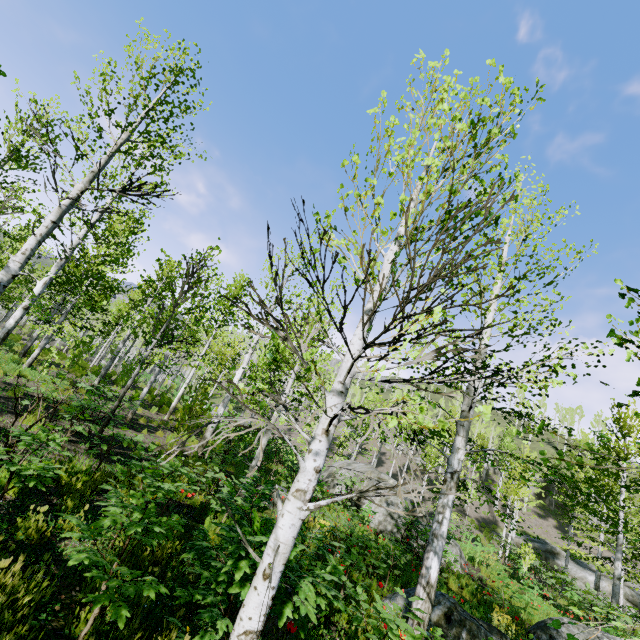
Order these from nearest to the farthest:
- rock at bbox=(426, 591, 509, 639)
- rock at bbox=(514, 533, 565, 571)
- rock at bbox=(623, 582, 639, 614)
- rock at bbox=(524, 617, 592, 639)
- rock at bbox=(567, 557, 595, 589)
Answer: rock at bbox=(426, 591, 509, 639), rock at bbox=(524, 617, 592, 639), rock at bbox=(623, 582, 639, 614), rock at bbox=(567, 557, 595, 589), rock at bbox=(514, 533, 565, 571)

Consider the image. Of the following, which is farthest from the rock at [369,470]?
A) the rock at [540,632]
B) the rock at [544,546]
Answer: the rock at [544,546]

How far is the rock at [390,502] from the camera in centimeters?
1527cm

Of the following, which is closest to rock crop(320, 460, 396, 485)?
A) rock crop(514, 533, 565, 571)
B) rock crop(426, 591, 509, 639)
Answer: rock crop(426, 591, 509, 639)

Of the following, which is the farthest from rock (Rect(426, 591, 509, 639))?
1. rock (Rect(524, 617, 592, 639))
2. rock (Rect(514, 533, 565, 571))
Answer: rock (Rect(514, 533, 565, 571))

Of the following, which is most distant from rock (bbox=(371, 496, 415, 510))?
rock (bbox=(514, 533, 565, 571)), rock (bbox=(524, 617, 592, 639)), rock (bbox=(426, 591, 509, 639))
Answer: rock (bbox=(514, 533, 565, 571))

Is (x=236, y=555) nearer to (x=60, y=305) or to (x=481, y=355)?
(x=481, y=355)

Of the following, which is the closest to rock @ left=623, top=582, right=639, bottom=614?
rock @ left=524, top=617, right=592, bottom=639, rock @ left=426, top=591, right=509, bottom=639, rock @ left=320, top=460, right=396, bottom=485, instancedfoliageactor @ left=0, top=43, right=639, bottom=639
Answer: instancedfoliageactor @ left=0, top=43, right=639, bottom=639
